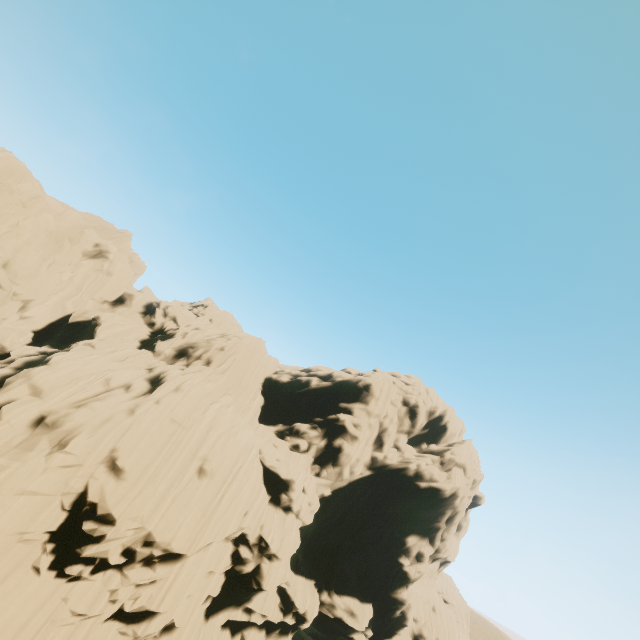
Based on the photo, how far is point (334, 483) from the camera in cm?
3791
